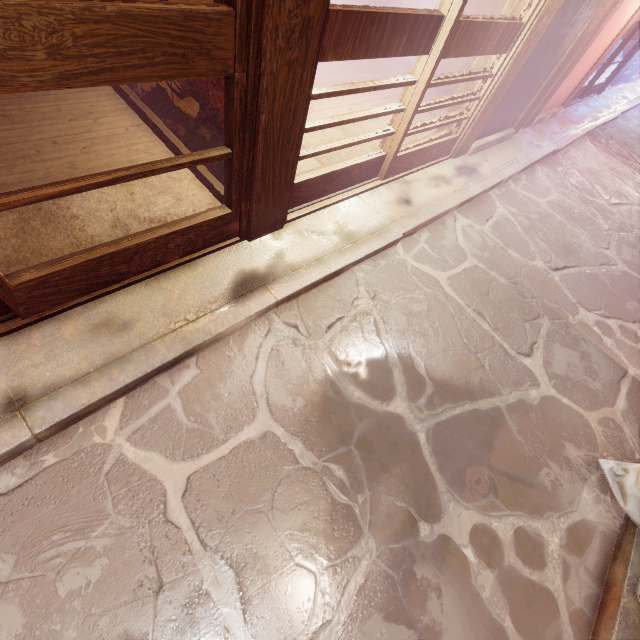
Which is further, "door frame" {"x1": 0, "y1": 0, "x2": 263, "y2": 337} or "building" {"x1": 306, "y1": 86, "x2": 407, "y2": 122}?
"building" {"x1": 306, "y1": 86, "x2": 407, "y2": 122}

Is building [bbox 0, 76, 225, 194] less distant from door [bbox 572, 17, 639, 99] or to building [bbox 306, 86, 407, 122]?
building [bbox 306, 86, 407, 122]

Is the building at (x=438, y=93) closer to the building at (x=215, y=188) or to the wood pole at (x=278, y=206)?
the building at (x=215, y=188)

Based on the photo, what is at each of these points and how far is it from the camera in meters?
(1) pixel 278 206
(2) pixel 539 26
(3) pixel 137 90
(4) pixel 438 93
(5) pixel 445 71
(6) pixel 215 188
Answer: (1) wood pole, 5.5
(2) wood pole, 7.0
(3) building, 6.8
(4) building, 12.1
(5) building, 12.2
(6) building, 5.9

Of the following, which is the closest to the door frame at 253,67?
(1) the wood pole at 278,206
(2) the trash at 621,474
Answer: (1) the wood pole at 278,206

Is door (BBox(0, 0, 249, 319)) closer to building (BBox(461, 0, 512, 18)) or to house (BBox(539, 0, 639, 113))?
building (BBox(461, 0, 512, 18))

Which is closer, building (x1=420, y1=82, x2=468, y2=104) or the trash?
the trash

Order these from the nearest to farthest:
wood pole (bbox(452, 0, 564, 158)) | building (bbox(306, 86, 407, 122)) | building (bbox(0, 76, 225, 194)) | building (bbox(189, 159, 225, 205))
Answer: building (bbox(0, 76, 225, 194))
building (bbox(189, 159, 225, 205))
wood pole (bbox(452, 0, 564, 158))
building (bbox(306, 86, 407, 122))
